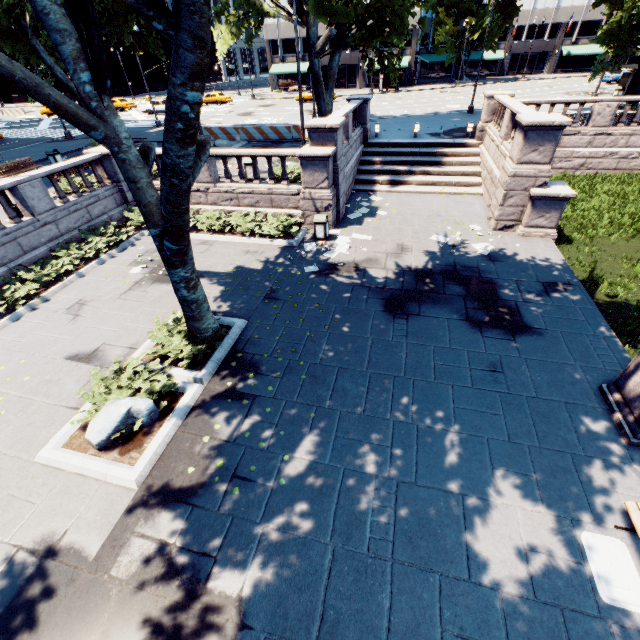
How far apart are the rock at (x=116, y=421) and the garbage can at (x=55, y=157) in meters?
20.1

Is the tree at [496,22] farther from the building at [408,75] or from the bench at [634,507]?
the bench at [634,507]

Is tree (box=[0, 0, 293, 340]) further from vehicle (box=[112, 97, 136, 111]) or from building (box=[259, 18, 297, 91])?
vehicle (box=[112, 97, 136, 111])

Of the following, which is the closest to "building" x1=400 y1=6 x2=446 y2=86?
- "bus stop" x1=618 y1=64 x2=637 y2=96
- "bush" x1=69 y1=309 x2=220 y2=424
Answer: "bus stop" x1=618 y1=64 x2=637 y2=96

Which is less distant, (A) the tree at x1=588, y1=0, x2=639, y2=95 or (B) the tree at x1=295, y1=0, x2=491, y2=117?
(B) the tree at x1=295, y1=0, x2=491, y2=117

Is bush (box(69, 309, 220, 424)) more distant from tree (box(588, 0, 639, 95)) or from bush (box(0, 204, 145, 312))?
bush (box(0, 204, 145, 312))

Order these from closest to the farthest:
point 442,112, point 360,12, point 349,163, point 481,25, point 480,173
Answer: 1. point 360,12
2. point 349,163
3. point 480,173
4. point 442,112
5. point 481,25

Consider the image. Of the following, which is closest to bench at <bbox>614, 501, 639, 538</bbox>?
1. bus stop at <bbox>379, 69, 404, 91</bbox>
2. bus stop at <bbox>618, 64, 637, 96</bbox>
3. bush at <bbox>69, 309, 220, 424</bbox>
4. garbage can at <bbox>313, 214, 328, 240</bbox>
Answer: bush at <bbox>69, 309, 220, 424</bbox>
